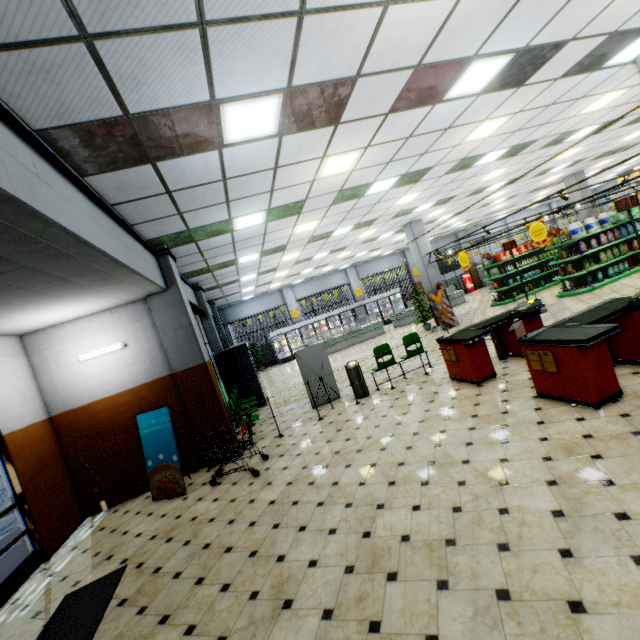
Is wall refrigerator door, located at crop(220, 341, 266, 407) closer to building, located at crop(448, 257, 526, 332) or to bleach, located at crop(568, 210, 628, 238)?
building, located at crop(448, 257, 526, 332)

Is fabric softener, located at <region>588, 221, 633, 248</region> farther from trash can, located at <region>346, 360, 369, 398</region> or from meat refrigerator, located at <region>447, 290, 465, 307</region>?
trash can, located at <region>346, 360, 369, 398</region>

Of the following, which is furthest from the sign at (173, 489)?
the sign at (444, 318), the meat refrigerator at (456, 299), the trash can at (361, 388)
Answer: the meat refrigerator at (456, 299)

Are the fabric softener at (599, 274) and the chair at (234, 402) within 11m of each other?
no

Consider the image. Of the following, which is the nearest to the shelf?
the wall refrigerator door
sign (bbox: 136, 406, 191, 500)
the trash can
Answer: the trash can

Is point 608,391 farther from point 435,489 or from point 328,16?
point 328,16

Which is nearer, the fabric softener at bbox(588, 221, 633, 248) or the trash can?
the trash can

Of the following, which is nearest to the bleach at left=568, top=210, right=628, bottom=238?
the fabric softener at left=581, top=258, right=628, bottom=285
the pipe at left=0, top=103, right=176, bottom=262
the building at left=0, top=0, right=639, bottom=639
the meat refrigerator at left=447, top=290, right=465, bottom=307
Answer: the fabric softener at left=581, top=258, right=628, bottom=285
